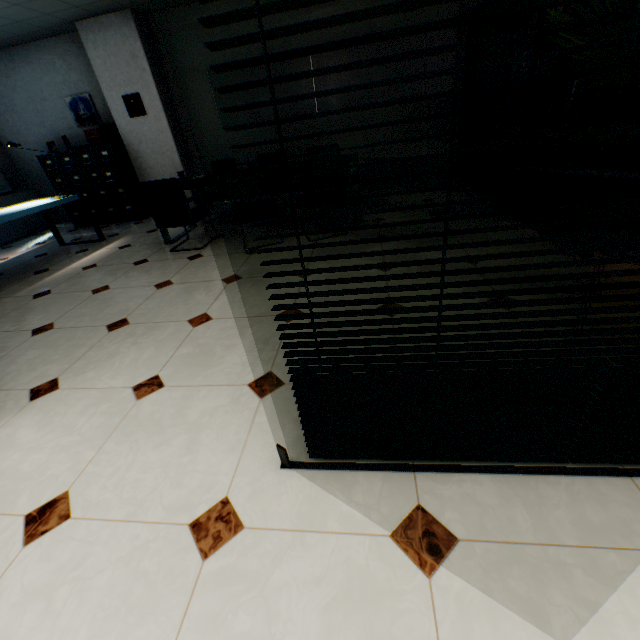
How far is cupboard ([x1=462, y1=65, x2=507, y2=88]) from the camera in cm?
367

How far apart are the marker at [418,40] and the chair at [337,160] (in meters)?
2.58

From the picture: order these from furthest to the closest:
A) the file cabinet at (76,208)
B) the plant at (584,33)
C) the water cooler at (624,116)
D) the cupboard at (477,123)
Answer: the file cabinet at (76,208), the cupboard at (477,123), the water cooler at (624,116), the plant at (584,33)

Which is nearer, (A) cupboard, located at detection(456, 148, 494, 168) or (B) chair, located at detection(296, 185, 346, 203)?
(B) chair, located at detection(296, 185, 346, 203)

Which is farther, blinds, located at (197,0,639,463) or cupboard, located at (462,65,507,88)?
cupboard, located at (462,65,507,88)

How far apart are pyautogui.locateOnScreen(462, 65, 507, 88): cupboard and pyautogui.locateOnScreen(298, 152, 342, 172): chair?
2.00m

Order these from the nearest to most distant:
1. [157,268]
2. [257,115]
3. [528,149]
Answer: [528,149]
[157,268]
[257,115]
